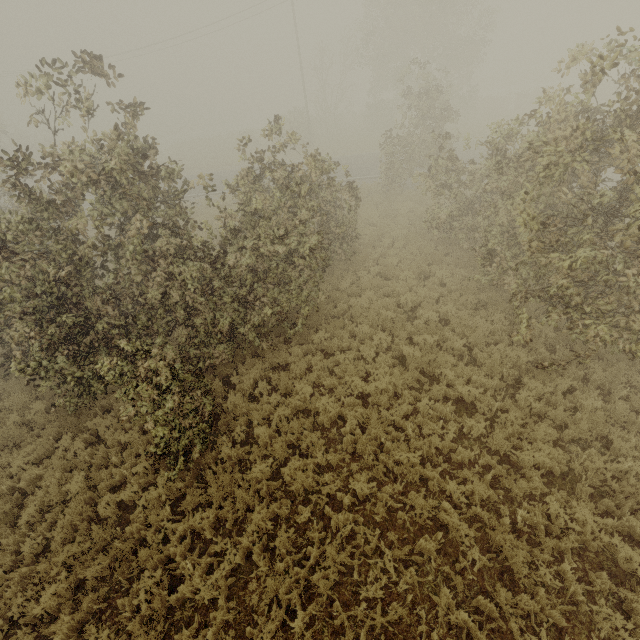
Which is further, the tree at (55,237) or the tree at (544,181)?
the tree at (55,237)

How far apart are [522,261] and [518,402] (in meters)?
3.42

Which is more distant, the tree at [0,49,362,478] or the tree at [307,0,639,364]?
the tree at [0,49,362,478]
